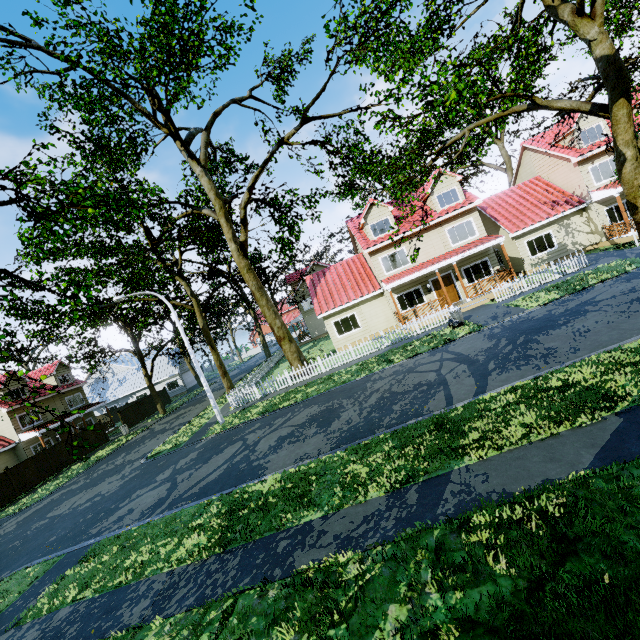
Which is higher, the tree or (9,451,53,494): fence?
the tree

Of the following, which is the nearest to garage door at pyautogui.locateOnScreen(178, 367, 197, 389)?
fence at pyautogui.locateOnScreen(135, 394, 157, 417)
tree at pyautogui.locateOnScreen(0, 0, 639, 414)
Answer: tree at pyautogui.locateOnScreen(0, 0, 639, 414)

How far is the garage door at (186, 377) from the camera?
45.6 meters

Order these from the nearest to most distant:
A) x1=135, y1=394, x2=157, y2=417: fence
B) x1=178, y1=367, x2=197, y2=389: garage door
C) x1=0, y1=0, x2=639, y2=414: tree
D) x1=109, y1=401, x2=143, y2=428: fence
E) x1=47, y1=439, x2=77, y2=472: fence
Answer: x1=0, y1=0, x2=639, y2=414: tree
x1=47, y1=439, x2=77, y2=472: fence
x1=109, y1=401, x2=143, y2=428: fence
x1=135, y1=394, x2=157, y2=417: fence
x1=178, y1=367, x2=197, y2=389: garage door

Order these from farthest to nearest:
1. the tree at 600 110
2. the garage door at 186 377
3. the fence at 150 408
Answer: the garage door at 186 377 → the fence at 150 408 → the tree at 600 110

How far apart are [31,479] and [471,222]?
36.4m

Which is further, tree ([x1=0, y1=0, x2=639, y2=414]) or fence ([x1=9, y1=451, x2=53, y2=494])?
fence ([x1=9, y1=451, x2=53, y2=494])

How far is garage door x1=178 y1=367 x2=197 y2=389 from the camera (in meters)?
45.57
